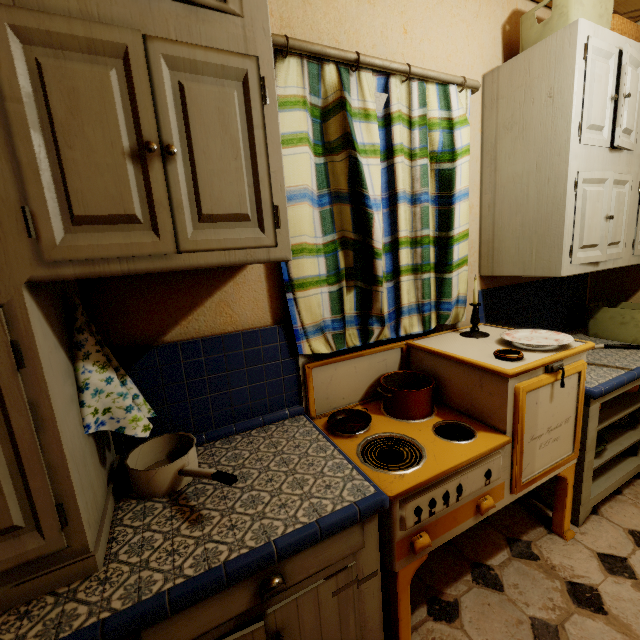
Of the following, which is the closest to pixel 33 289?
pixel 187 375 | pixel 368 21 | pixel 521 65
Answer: pixel 187 375

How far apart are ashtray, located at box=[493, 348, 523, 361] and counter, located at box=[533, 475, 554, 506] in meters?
0.5 m

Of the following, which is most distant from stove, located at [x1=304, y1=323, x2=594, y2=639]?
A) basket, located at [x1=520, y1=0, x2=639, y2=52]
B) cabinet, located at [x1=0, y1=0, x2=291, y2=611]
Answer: basket, located at [x1=520, y1=0, x2=639, y2=52]

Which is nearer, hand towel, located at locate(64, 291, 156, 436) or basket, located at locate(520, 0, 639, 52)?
hand towel, located at locate(64, 291, 156, 436)

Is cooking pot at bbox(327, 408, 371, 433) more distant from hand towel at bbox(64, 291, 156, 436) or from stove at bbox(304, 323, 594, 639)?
hand towel at bbox(64, 291, 156, 436)

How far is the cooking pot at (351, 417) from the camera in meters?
1.4

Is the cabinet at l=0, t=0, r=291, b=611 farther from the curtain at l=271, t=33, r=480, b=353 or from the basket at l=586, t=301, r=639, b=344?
the basket at l=586, t=301, r=639, b=344

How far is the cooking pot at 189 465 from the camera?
1.0m
